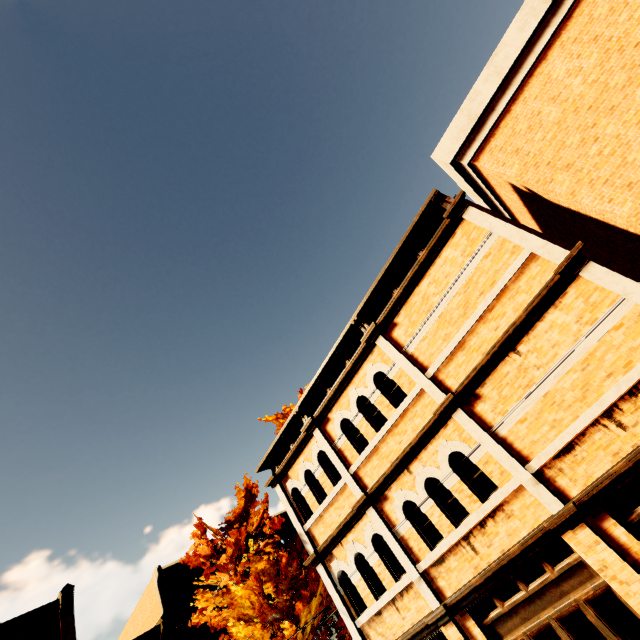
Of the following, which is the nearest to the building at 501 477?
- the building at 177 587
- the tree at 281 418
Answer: the tree at 281 418

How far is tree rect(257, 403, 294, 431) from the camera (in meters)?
20.06

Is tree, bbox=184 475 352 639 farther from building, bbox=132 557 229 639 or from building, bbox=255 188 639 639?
building, bbox=132 557 229 639

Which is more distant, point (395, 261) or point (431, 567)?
point (395, 261)

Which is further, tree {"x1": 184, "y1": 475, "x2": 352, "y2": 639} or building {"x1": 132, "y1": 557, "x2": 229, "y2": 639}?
building {"x1": 132, "y1": 557, "x2": 229, "y2": 639}

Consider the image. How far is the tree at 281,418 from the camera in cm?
2006

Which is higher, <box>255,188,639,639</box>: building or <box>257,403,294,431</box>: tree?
<box>257,403,294,431</box>: tree

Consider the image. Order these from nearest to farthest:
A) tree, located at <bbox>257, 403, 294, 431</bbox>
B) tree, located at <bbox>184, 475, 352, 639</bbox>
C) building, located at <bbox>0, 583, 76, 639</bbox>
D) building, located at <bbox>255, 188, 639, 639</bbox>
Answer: building, located at <bbox>255, 188, 639, 639</bbox> < tree, located at <bbox>184, 475, 352, 639</bbox> < building, located at <bbox>0, 583, 76, 639</bbox> < tree, located at <bbox>257, 403, 294, 431</bbox>
